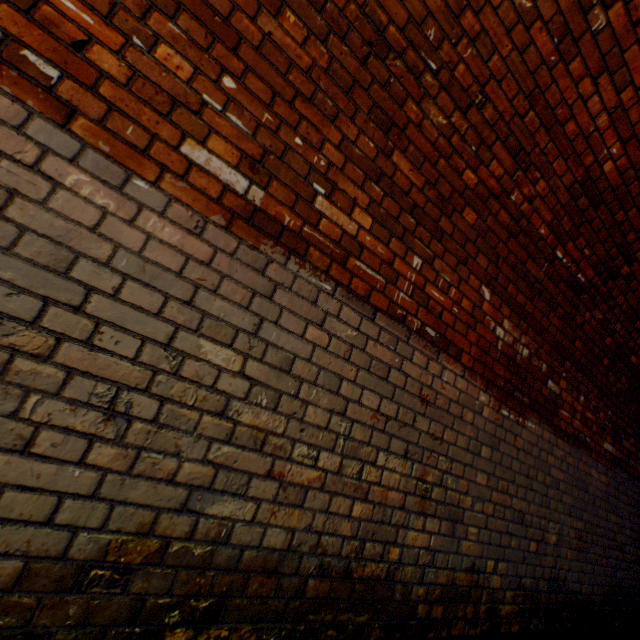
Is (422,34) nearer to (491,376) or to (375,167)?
(375,167)
